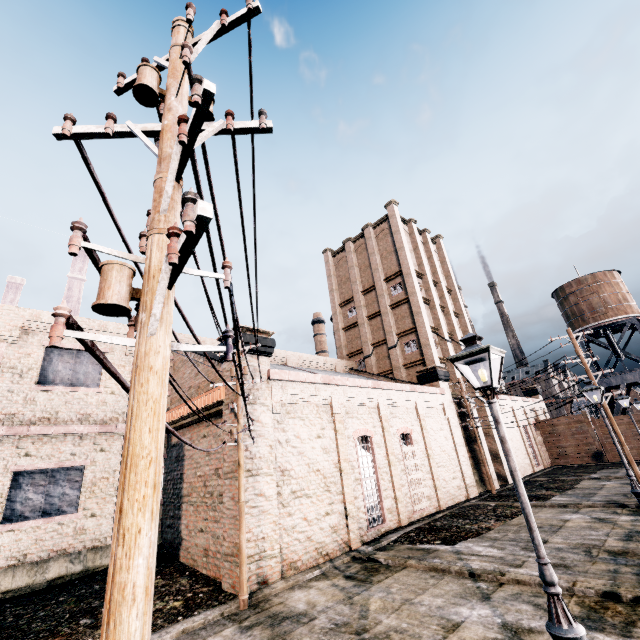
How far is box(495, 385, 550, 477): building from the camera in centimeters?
3394cm

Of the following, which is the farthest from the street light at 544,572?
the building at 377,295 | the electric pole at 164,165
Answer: the building at 377,295

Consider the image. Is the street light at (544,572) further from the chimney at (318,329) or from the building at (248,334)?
the chimney at (318,329)

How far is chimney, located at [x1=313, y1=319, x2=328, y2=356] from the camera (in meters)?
57.70

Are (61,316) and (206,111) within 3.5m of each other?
yes

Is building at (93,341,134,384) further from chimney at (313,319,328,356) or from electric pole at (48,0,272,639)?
chimney at (313,319,328,356)

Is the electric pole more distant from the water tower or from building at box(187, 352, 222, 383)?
the water tower

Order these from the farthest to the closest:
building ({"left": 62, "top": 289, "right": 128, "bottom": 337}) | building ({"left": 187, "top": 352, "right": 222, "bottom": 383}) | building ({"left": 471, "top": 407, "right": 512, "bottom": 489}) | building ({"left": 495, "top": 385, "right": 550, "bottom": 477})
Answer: building ({"left": 495, "top": 385, "right": 550, "bottom": 477}), building ({"left": 471, "top": 407, "right": 512, "bottom": 489}), building ({"left": 62, "top": 289, "right": 128, "bottom": 337}), building ({"left": 187, "top": 352, "right": 222, "bottom": 383})
